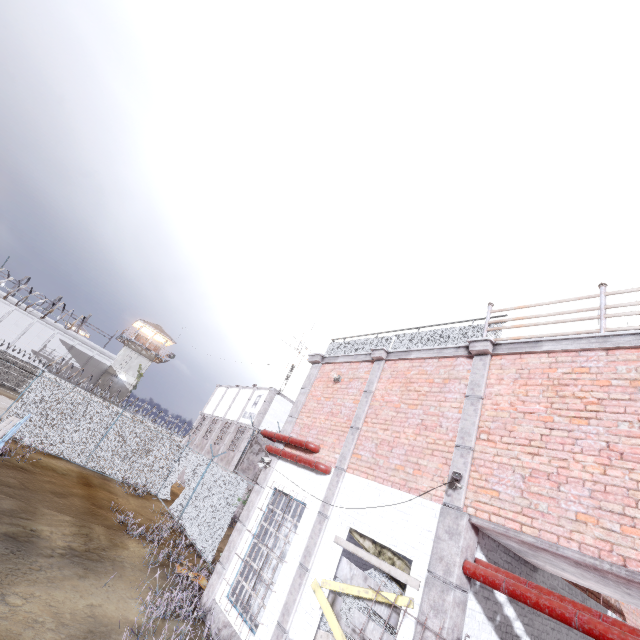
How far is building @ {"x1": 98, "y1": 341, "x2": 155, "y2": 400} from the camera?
43.1m

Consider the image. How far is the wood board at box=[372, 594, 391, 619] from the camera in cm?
522

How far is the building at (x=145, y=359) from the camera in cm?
4312

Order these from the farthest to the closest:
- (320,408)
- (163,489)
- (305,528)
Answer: (163,489)
(320,408)
(305,528)

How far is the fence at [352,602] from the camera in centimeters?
559cm

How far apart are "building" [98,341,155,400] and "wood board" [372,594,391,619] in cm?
4621

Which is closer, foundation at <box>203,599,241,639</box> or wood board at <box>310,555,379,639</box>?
wood board at <box>310,555,379,639</box>
